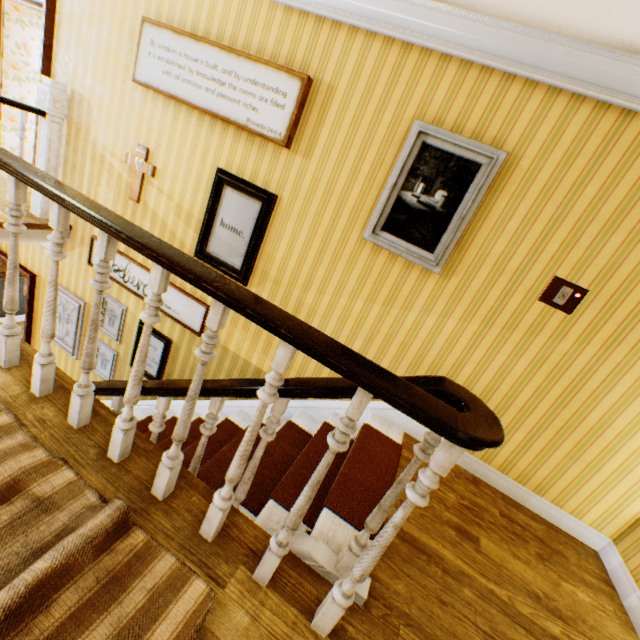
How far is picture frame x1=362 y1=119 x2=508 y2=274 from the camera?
2.5m

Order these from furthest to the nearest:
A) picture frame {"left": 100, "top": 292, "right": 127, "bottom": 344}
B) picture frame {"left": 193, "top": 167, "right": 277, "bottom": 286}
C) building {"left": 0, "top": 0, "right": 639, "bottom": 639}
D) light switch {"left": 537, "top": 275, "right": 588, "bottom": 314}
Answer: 1. picture frame {"left": 100, "top": 292, "right": 127, "bottom": 344}
2. picture frame {"left": 193, "top": 167, "right": 277, "bottom": 286}
3. light switch {"left": 537, "top": 275, "right": 588, "bottom": 314}
4. building {"left": 0, "top": 0, "right": 639, "bottom": 639}

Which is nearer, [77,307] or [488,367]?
[488,367]

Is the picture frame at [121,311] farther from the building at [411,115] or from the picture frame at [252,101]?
the picture frame at [252,101]

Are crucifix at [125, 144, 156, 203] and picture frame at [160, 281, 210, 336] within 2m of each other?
yes

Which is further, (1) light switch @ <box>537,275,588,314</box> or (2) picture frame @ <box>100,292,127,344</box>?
(2) picture frame @ <box>100,292,127,344</box>

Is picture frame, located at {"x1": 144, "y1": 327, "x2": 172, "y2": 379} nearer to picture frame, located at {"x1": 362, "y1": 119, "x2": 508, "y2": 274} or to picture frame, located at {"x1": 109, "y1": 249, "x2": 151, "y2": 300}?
picture frame, located at {"x1": 109, "y1": 249, "x2": 151, "y2": 300}

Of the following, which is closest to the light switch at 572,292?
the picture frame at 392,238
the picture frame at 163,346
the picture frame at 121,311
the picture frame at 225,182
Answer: the picture frame at 392,238
